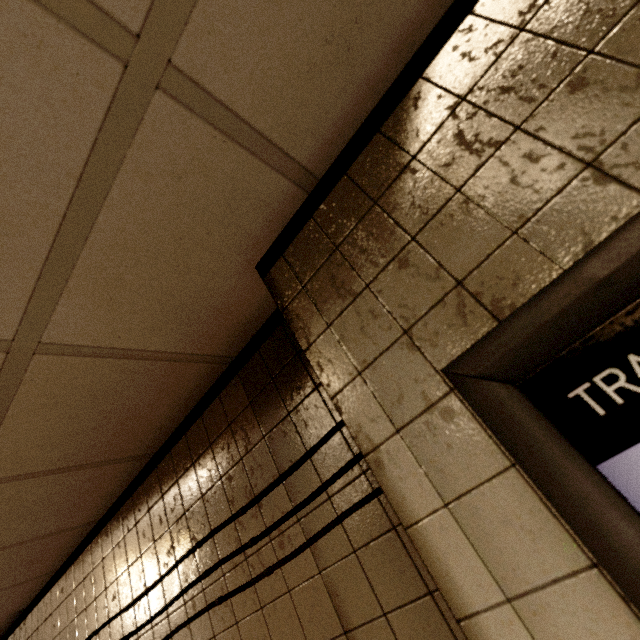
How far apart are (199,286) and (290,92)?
0.56m
